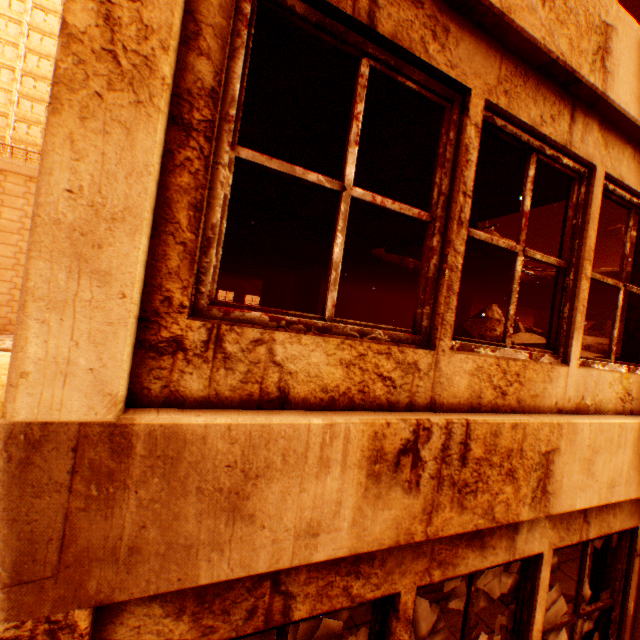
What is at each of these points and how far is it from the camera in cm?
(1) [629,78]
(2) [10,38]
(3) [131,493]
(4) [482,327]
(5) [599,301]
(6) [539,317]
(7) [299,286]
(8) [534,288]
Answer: (1) wall corner piece, 239
(2) building, 4097
(3) wall corner piece, 117
(4) rock pile, 822
(5) floor rubble, 1010
(6) pillar, 1404
(7) concrete beam, 1194
(8) floor rubble, 1044

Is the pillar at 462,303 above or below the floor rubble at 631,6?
below

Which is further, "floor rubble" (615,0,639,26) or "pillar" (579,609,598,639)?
"floor rubble" (615,0,639,26)

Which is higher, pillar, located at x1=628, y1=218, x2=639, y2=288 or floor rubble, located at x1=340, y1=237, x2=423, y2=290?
floor rubble, located at x1=340, y1=237, x2=423, y2=290

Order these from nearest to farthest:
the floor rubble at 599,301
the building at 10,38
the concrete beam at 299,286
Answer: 1. the floor rubble at 599,301
2. the concrete beam at 299,286
3. the building at 10,38

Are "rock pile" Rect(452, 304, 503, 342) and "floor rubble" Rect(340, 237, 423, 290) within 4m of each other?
yes

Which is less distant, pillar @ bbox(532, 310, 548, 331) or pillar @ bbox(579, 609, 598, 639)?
pillar @ bbox(579, 609, 598, 639)

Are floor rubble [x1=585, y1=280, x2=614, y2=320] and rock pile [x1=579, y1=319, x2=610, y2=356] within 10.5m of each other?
Result: yes
